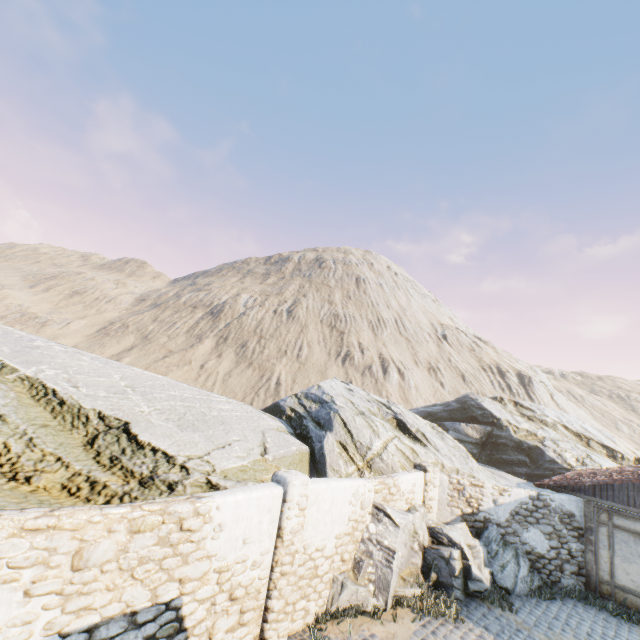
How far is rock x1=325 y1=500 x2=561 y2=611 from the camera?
8.3m

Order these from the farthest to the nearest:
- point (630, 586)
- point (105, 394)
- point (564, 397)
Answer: point (564, 397) < point (630, 586) < point (105, 394)

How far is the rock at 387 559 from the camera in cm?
828

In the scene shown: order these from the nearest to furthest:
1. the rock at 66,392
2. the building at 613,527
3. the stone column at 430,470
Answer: the rock at 66,392 < the building at 613,527 < the stone column at 430,470

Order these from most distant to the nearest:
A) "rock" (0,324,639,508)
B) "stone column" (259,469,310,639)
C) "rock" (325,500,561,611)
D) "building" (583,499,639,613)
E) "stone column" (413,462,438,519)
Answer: "stone column" (413,462,438,519) → "building" (583,499,639,613) → "rock" (325,500,561,611) → "rock" (0,324,639,508) → "stone column" (259,469,310,639)

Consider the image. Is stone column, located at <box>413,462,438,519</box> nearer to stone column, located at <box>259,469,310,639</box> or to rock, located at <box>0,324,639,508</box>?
rock, located at <box>0,324,639,508</box>

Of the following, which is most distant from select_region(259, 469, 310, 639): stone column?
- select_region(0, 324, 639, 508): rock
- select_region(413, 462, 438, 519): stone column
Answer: select_region(413, 462, 438, 519): stone column
